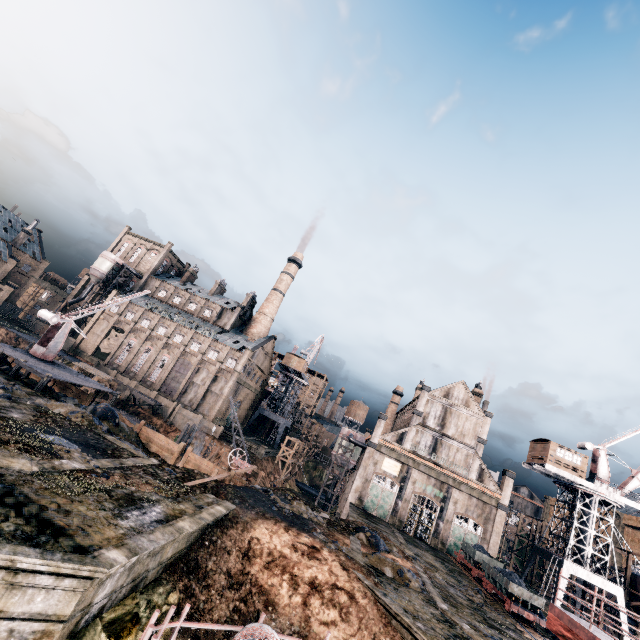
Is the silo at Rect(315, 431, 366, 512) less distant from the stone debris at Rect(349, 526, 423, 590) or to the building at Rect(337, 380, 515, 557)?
the building at Rect(337, 380, 515, 557)

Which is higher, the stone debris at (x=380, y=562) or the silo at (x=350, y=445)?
the silo at (x=350, y=445)

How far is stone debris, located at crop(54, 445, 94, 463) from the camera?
15.80m

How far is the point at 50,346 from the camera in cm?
3200

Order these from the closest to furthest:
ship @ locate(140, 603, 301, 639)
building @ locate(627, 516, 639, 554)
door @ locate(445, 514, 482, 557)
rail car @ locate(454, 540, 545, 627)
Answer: ship @ locate(140, 603, 301, 639)
rail car @ locate(454, 540, 545, 627)
door @ locate(445, 514, 482, 557)
building @ locate(627, 516, 639, 554)

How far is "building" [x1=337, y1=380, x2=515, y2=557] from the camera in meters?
44.5

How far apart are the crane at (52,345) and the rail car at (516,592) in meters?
47.8 m

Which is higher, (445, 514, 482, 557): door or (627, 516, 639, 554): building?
(627, 516, 639, 554): building
